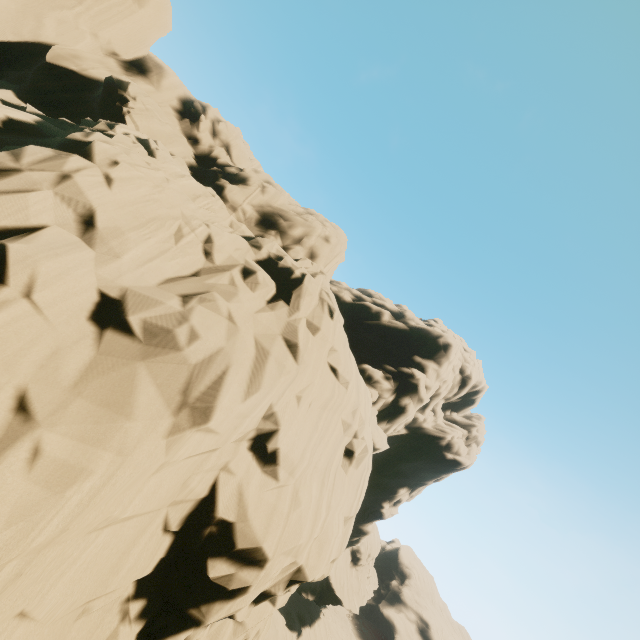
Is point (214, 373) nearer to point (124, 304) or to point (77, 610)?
point (124, 304)
